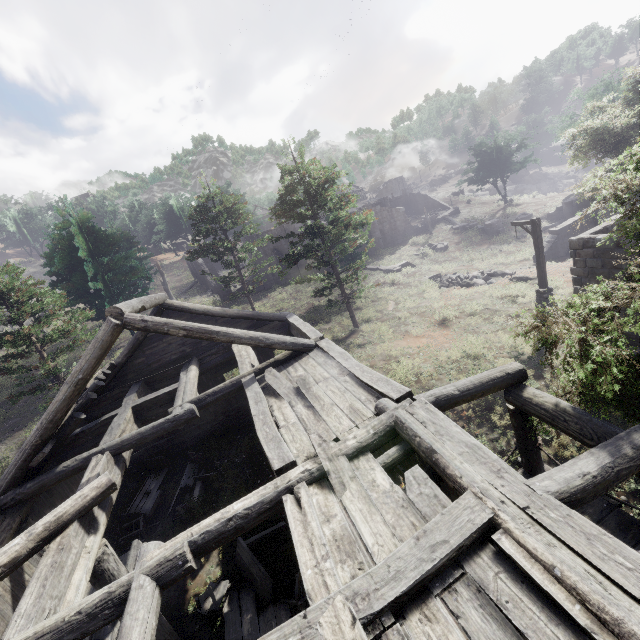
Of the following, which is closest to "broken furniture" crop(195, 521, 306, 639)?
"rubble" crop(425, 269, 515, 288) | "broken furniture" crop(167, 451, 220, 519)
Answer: "broken furniture" crop(167, 451, 220, 519)

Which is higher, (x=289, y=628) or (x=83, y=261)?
(x=83, y=261)

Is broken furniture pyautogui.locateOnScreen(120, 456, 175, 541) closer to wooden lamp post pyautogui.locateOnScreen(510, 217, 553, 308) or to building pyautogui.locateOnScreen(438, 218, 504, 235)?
wooden lamp post pyautogui.locateOnScreen(510, 217, 553, 308)

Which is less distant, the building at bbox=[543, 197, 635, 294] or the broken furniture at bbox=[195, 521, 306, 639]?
the broken furniture at bbox=[195, 521, 306, 639]

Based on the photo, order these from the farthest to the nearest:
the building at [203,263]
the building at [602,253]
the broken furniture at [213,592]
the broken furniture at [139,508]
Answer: the building at [203,263] → the building at [602,253] → the broken furniture at [139,508] → the broken furniture at [213,592]

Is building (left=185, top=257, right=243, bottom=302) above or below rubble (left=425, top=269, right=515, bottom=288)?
above

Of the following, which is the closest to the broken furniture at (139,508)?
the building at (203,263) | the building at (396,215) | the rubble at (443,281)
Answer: the building at (396,215)

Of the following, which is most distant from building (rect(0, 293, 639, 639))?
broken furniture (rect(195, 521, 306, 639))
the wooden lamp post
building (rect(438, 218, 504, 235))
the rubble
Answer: building (rect(438, 218, 504, 235))
